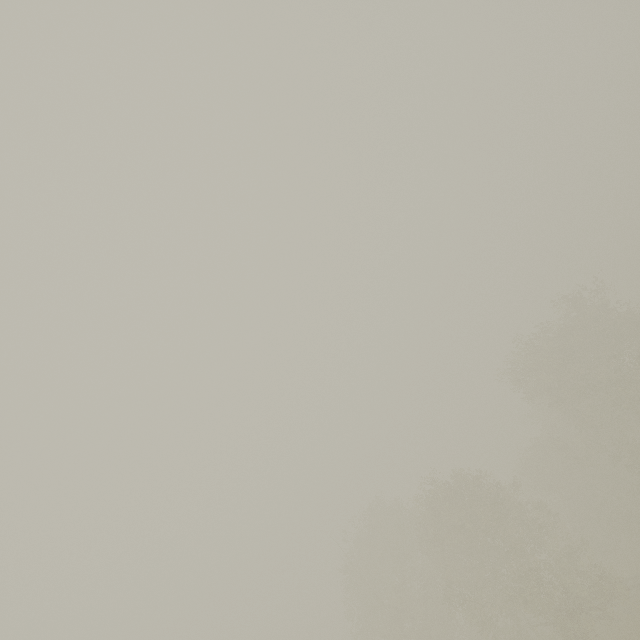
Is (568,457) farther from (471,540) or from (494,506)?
(471,540)
